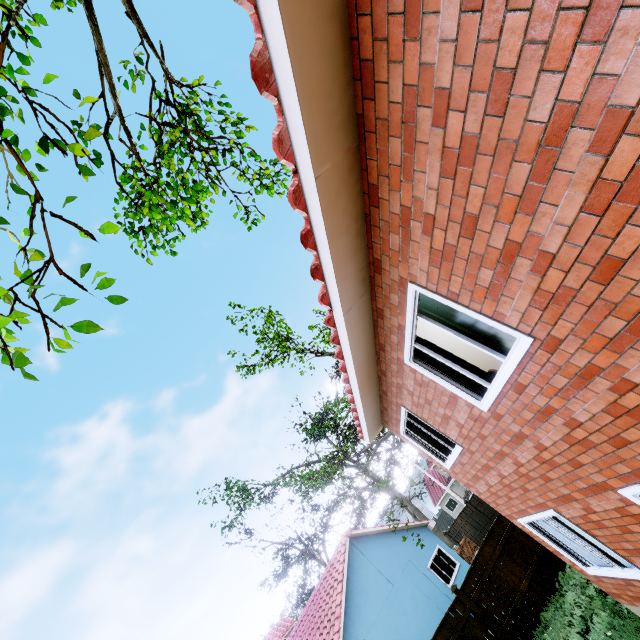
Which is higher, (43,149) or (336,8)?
(43,149)

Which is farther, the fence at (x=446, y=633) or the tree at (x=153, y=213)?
the fence at (x=446, y=633)

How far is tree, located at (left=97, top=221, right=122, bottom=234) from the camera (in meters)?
2.58

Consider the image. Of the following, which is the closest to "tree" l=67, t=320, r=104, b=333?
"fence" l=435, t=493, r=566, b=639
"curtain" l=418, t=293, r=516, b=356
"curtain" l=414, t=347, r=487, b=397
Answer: "fence" l=435, t=493, r=566, b=639

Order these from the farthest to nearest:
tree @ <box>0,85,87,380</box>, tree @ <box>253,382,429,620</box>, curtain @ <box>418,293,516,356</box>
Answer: tree @ <box>253,382,429,620</box>, curtain @ <box>418,293,516,356</box>, tree @ <box>0,85,87,380</box>

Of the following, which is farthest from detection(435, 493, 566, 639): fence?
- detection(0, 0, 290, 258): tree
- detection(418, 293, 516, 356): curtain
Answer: detection(418, 293, 516, 356): curtain

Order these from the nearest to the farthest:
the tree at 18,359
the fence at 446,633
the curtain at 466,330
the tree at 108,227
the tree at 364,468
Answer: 1. the tree at 18,359
2. the tree at 108,227
3. the curtain at 466,330
4. the fence at 446,633
5. the tree at 364,468

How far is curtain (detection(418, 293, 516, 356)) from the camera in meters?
3.7 m
